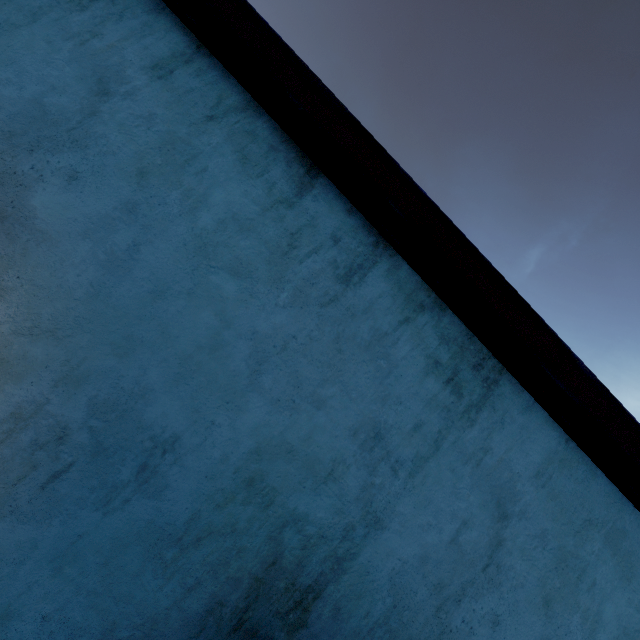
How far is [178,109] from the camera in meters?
1.4 m
